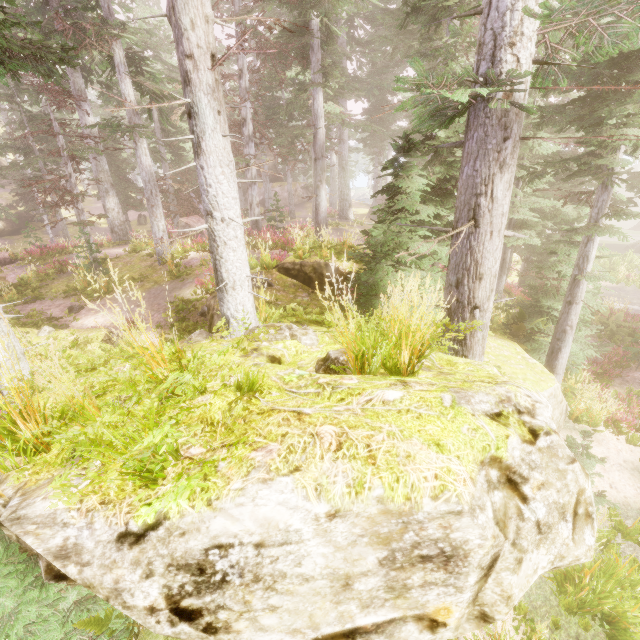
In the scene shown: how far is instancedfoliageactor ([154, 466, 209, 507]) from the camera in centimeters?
131cm

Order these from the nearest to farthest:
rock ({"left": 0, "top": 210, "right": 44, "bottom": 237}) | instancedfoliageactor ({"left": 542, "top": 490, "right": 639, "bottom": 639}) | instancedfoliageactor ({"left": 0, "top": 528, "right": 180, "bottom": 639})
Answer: instancedfoliageactor ({"left": 0, "top": 528, "right": 180, "bottom": 639}), instancedfoliageactor ({"left": 542, "top": 490, "right": 639, "bottom": 639}), rock ({"left": 0, "top": 210, "right": 44, "bottom": 237})

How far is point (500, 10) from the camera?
3.61m

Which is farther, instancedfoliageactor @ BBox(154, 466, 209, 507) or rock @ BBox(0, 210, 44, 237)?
rock @ BBox(0, 210, 44, 237)

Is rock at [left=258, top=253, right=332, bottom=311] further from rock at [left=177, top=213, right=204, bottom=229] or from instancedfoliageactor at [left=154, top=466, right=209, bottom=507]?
rock at [left=177, top=213, right=204, bottom=229]

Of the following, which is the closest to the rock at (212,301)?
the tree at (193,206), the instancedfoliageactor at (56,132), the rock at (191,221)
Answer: the instancedfoliageactor at (56,132)

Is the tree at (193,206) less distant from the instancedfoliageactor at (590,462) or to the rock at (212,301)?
the instancedfoliageactor at (590,462)

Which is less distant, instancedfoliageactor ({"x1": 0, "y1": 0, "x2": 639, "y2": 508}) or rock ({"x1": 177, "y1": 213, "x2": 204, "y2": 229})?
instancedfoliageactor ({"x1": 0, "y1": 0, "x2": 639, "y2": 508})
